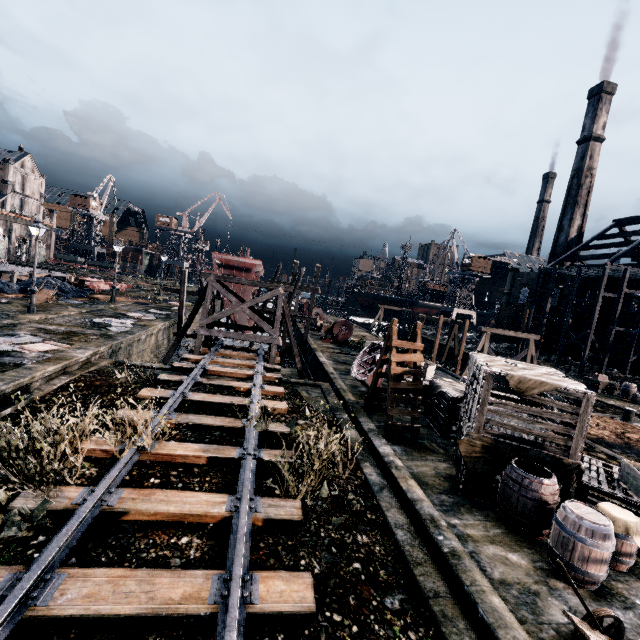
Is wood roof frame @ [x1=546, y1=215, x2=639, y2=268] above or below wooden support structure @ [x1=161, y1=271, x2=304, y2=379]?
above

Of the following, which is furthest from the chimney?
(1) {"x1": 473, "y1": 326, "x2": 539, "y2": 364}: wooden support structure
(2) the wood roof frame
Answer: (1) {"x1": 473, "y1": 326, "x2": 539, "y2": 364}: wooden support structure

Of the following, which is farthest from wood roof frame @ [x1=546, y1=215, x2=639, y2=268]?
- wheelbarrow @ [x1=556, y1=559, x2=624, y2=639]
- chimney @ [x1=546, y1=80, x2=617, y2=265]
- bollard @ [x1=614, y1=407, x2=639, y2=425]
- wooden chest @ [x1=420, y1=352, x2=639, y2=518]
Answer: wheelbarrow @ [x1=556, y1=559, x2=624, y2=639]

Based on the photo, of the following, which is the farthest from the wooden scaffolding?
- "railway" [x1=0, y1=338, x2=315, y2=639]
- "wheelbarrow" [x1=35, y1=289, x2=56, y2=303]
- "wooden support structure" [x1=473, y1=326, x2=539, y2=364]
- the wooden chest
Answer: "wheelbarrow" [x1=35, y1=289, x2=56, y2=303]

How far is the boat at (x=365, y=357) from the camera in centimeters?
1611cm

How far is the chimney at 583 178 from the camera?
51.9m

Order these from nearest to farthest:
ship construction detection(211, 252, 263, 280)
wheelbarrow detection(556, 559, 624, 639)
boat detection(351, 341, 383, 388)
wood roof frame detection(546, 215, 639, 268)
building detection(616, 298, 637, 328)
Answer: wheelbarrow detection(556, 559, 624, 639), boat detection(351, 341, 383, 388), ship construction detection(211, 252, 263, 280), building detection(616, 298, 637, 328), wood roof frame detection(546, 215, 639, 268)

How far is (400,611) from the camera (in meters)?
5.54
